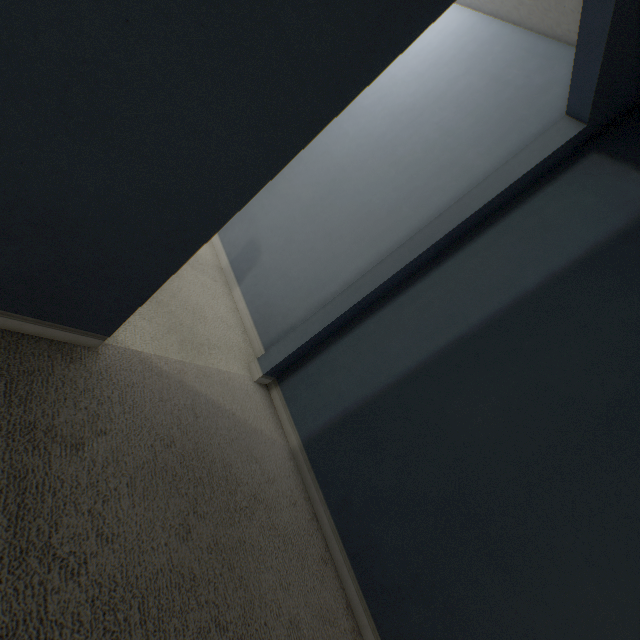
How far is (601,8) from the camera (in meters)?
1.08
